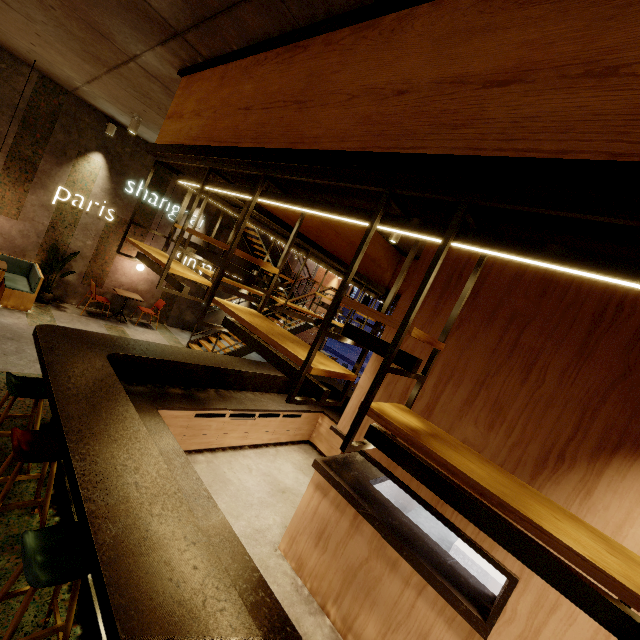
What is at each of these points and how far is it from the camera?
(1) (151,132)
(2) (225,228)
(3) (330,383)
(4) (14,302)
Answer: (1) building, 7.0m
(2) building, 10.4m
(3) bar counter, 7.6m
(4) seat, 6.6m

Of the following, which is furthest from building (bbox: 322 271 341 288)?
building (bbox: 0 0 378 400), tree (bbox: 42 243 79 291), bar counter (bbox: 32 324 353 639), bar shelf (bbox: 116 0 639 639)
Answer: tree (bbox: 42 243 79 291)

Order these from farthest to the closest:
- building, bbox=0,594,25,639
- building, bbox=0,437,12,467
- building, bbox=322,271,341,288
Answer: building, bbox=322,271,341,288 < building, bbox=0,437,12,467 < building, bbox=0,594,25,639

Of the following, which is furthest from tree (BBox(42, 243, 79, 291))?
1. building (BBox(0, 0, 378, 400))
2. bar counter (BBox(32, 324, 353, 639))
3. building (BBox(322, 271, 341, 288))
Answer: building (BBox(322, 271, 341, 288))

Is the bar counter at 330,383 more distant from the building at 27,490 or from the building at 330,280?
the building at 330,280

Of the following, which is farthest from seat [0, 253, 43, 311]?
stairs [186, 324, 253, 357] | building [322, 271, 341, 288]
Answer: building [322, 271, 341, 288]

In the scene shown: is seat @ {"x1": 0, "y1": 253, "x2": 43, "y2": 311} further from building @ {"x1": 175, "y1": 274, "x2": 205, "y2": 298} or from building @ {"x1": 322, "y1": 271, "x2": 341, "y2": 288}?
building @ {"x1": 322, "y1": 271, "x2": 341, "y2": 288}

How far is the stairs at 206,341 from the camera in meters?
8.7 m
